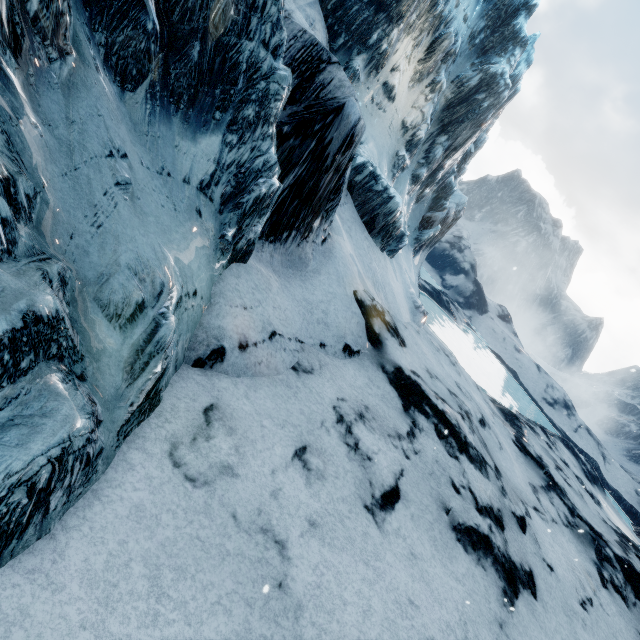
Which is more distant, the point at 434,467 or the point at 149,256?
the point at 434,467
